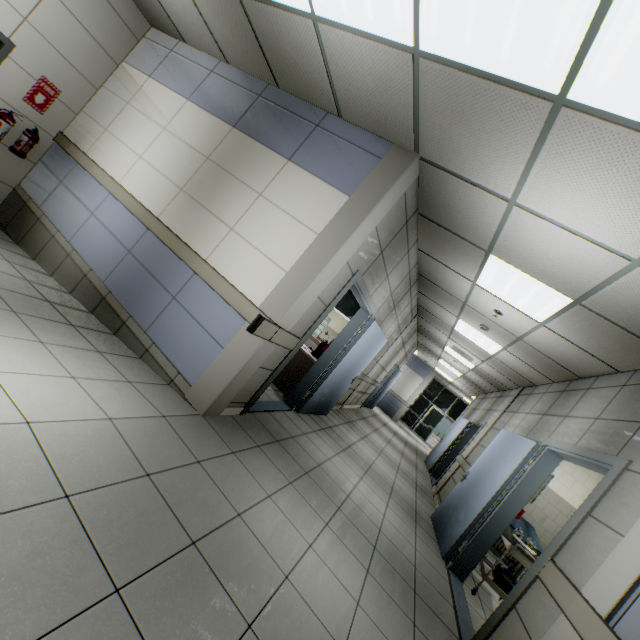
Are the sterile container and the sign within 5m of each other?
no

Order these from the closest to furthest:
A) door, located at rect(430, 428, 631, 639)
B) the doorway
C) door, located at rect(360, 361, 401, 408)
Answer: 1. door, located at rect(430, 428, 631, 639)
2. the doorway
3. door, located at rect(360, 361, 401, 408)

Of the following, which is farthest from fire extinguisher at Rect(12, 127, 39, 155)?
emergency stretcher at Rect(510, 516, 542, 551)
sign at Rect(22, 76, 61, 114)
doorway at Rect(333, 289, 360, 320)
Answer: emergency stretcher at Rect(510, 516, 542, 551)

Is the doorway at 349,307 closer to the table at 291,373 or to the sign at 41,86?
the table at 291,373

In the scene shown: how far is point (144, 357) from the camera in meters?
3.5 m

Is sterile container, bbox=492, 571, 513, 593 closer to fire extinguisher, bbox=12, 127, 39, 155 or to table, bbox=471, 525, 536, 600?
table, bbox=471, 525, 536, 600

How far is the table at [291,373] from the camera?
5.6 meters

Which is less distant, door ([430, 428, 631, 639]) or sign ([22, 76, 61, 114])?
door ([430, 428, 631, 639])
